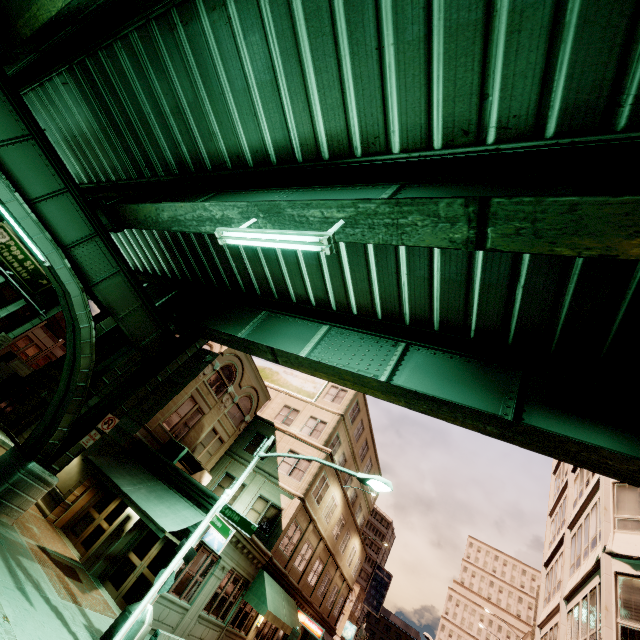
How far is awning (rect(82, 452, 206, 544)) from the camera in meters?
12.8 m

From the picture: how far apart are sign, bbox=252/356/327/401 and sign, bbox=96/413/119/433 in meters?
15.7 m

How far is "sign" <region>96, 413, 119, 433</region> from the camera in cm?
1364

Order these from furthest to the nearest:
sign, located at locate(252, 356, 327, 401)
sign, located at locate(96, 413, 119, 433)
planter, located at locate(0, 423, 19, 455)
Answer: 1. sign, located at locate(252, 356, 327, 401)
2. planter, located at locate(0, 423, 19, 455)
3. sign, located at locate(96, 413, 119, 433)

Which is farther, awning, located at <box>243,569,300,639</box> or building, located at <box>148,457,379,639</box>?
awning, located at <box>243,569,300,639</box>

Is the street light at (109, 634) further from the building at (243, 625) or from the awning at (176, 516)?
the building at (243, 625)

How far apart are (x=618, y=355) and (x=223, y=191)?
13.08m

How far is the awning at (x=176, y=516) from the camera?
12.8 meters
